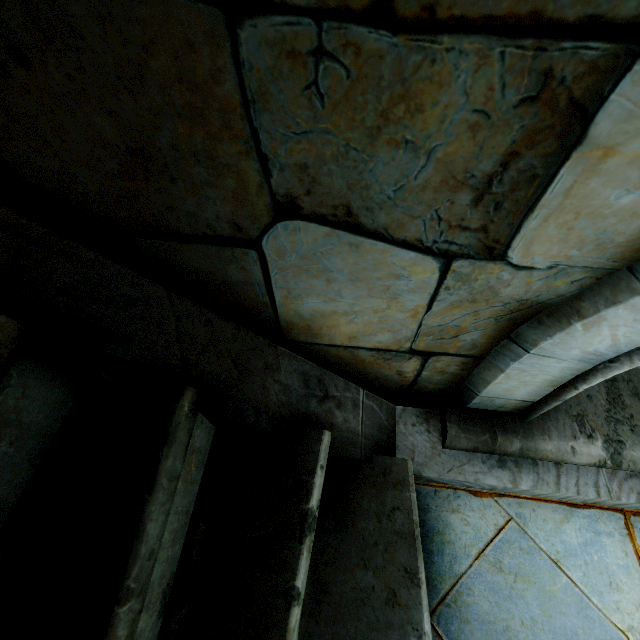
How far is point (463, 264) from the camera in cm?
76
